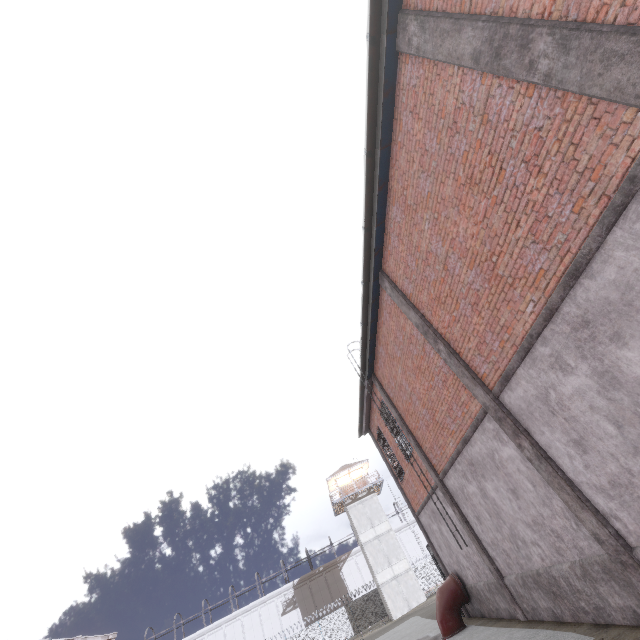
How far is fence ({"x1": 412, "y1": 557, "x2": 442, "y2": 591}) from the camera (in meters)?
39.00

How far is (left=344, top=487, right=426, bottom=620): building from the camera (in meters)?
33.75

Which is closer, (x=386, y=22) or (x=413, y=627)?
(x=386, y=22)

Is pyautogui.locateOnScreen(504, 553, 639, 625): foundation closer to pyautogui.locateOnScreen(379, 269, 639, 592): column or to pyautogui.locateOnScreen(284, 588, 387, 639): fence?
pyautogui.locateOnScreen(379, 269, 639, 592): column

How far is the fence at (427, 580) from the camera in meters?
39.0

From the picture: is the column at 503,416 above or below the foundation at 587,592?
above

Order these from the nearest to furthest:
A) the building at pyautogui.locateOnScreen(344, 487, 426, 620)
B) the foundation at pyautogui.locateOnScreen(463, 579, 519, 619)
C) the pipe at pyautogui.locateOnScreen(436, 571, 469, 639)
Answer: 1. the foundation at pyautogui.locateOnScreen(463, 579, 519, 619)
2. the pipe at pyautogui.locateOnScreen(436, 571, 469, 639)
3. the building at pyautogui.locateOnScreen(344, 487, 426, 620)

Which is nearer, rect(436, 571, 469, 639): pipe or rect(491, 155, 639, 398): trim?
rect(491, 155, 639, 398): trim
